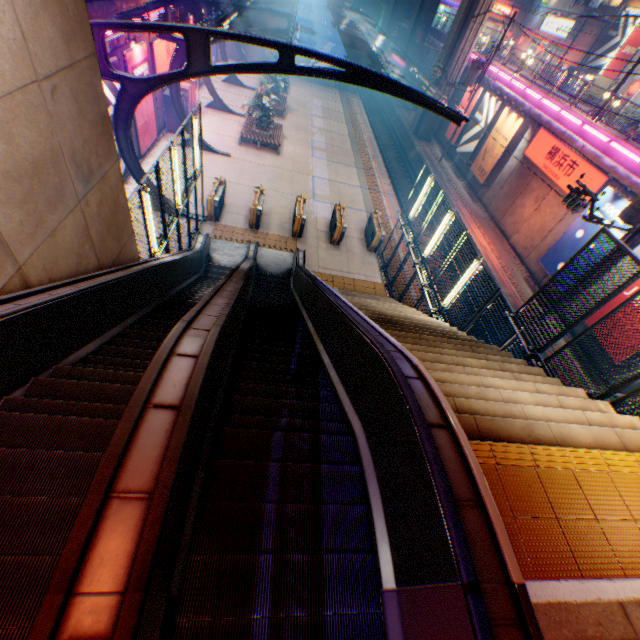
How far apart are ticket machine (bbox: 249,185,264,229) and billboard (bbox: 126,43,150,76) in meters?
6.4

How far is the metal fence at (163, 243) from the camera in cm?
796

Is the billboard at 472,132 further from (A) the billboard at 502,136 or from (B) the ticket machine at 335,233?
(B) the ticket machine at 335,233

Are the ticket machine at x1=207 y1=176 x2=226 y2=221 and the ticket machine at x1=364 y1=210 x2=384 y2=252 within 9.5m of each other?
yes

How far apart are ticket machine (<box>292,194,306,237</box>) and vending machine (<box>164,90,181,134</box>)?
9.7 meters

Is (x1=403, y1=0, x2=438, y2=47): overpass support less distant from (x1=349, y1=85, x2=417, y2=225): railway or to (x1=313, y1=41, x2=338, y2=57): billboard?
(x1=349, y1=85, x2=417, y2=225): railway

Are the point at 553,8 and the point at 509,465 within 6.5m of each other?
no

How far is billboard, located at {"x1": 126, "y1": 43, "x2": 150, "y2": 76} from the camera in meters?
14.0
